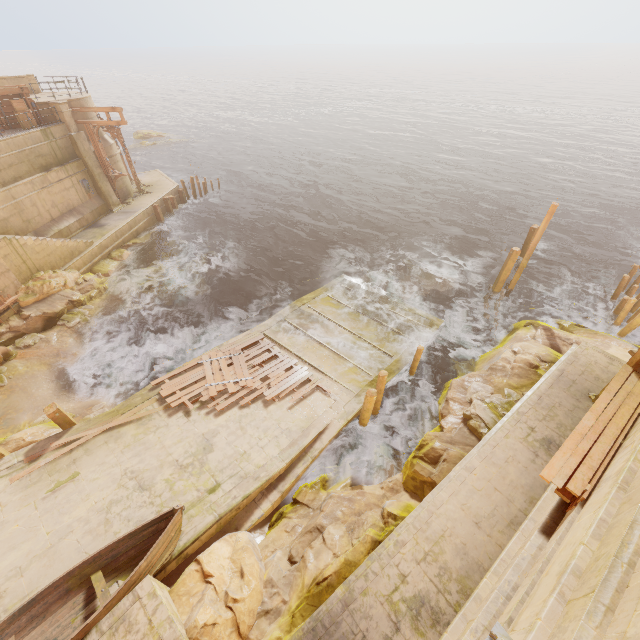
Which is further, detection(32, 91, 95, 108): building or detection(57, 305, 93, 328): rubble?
detection(32, 91, 95, 108): building

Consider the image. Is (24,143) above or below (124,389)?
above

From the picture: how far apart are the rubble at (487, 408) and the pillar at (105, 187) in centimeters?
2688cm

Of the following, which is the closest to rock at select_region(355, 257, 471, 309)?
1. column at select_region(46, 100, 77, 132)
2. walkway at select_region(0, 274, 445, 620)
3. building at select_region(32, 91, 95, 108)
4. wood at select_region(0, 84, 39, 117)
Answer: walkway at select_region(0, 274, 445, 620)

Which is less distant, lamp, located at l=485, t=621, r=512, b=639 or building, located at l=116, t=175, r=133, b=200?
→ lamp, located at l=485, t=621, r=512, b=639

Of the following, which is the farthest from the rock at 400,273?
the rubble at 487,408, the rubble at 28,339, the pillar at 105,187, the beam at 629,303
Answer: the pillar at 105,187

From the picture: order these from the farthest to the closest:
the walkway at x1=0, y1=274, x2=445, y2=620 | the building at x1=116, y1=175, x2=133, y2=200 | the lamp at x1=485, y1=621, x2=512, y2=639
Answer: the building at x1=116, y1=175, x2=133, y2=200 → the walkway at x1=0, y1=274, x2=445, y2=620 → the lamp at x1=485, y1=621, x2=512, y2=639

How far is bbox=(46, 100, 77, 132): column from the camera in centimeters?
2047cm
